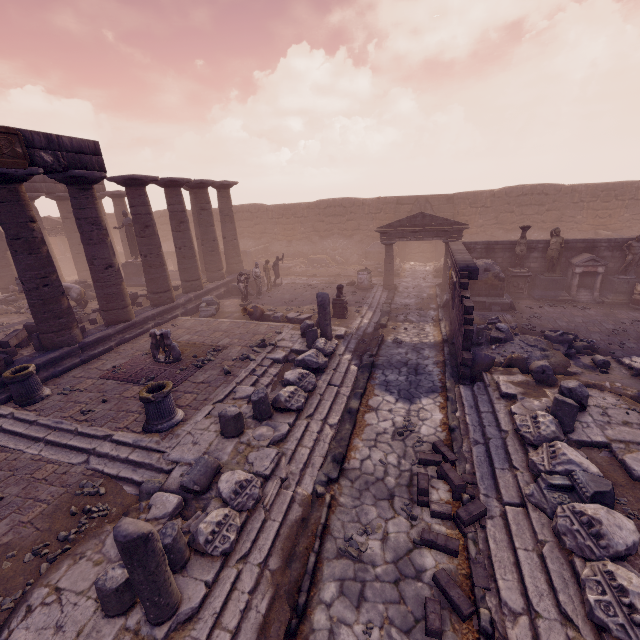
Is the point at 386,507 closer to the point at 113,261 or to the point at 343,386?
the point at 343,386

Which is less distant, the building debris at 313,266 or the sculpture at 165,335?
the sculpture at 165,335

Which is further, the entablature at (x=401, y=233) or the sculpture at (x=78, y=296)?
the entablature at (x=401, y=233)

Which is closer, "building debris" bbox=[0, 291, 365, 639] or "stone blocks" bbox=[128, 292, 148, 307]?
"building debris" bbox=[0, 291, 365, 639]

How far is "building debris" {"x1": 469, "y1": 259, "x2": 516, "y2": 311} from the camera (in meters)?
14.08

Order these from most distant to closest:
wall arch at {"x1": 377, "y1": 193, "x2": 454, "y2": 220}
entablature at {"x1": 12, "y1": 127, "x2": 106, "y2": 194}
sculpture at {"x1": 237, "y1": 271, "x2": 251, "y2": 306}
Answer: wall arch at {"x1": 377, "y1": 193, "x2": 454, "y2": 220} → sculpture at {"x1": 237, "y1": 271, "x2": 251, "y2": 306} → entablature at {"x1": 12, "y1": 127, "x2": 106, "y2": 194}

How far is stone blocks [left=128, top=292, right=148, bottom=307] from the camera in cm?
1487

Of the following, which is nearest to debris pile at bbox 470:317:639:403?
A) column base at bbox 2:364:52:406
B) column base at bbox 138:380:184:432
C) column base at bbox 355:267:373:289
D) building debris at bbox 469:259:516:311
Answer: building debris at bbox 469:259:516:311
